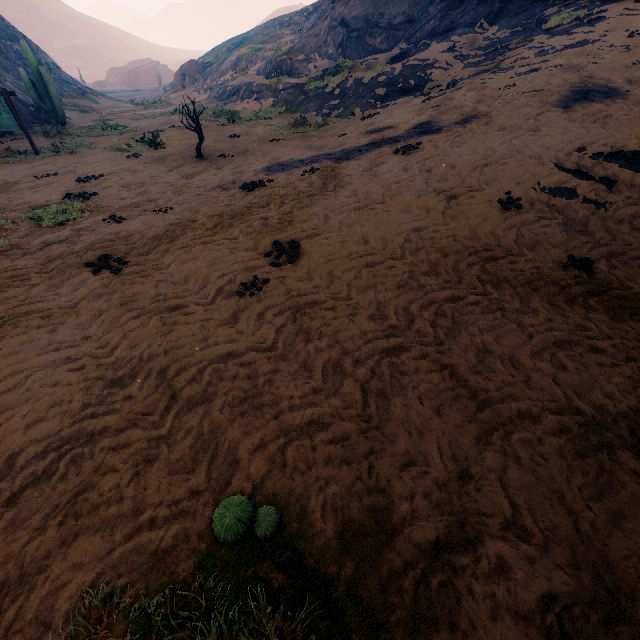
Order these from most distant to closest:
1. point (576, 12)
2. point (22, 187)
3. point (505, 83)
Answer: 1. point (576, 12)
2. point (505, 83)
3. point (22, 187)

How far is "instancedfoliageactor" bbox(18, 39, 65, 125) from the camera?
18.05m

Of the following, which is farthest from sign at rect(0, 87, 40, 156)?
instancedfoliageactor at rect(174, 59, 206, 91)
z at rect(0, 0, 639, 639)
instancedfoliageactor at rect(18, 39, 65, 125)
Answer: instancedfoliageactor at rect(174, 59, 206, 91)

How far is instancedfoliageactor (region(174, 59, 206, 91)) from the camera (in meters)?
37.44

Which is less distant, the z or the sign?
the z

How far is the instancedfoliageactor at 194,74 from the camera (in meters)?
37.44

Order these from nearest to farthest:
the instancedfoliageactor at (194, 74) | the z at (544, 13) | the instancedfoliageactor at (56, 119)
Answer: the z at (544, 13)
the instancedfoliageactor at (56, 119)
the instancedfoliageactor at (194, 74)
